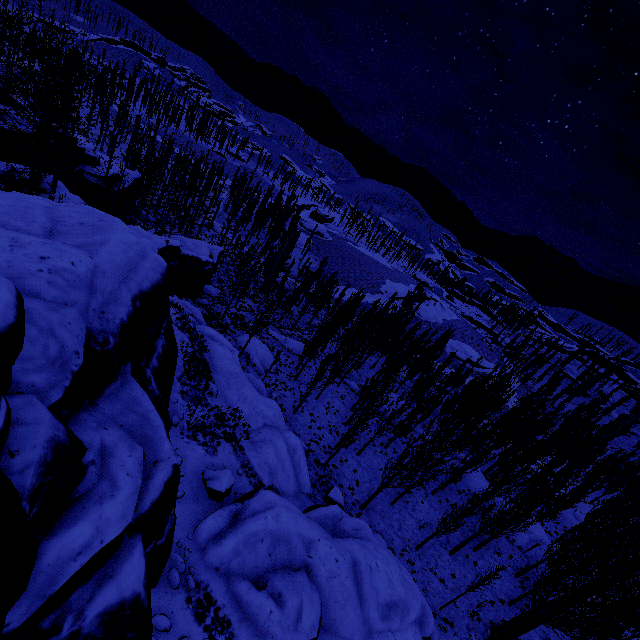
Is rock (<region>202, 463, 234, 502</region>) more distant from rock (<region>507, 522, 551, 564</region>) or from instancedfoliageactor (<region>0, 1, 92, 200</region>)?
rock (<region>507, 522, 551, 564</region>)

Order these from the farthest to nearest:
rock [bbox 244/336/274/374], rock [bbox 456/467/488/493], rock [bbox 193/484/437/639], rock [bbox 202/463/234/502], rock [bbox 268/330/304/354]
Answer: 1. rock [bbox 268/330/304/354]
2. rock [bbox 244/336/274/374]
3. rock [bbox 456/467/488/493]
4. rock [bbox 202/463/234/502]
5. rock [bbox 193/484/437/639]

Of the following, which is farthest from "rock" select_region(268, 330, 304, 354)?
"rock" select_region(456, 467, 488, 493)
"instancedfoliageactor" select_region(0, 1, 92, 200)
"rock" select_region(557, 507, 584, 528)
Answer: "rock" select_region(557, 507, 584, 528)

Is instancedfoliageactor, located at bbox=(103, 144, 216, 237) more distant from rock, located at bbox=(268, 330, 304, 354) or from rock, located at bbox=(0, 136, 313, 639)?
rock, located at bbox=(268, 330, 304, 354)

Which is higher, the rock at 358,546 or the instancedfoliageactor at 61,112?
the instancedfoliageactor at 61,112

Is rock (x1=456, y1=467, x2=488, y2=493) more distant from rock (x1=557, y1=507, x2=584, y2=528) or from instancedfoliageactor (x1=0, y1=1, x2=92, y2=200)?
rock (x1=557, y1=507, x2=584, y2=528)

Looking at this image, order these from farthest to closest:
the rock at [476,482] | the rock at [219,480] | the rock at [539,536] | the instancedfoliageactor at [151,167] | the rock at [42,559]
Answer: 1. the instancedfoliageactor at [151,167]
2. the rock at [476,482]
3. the rock at [539,536]
4. the rock at [219,480]
5. the rock at [42,559]

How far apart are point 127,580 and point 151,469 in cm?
204
